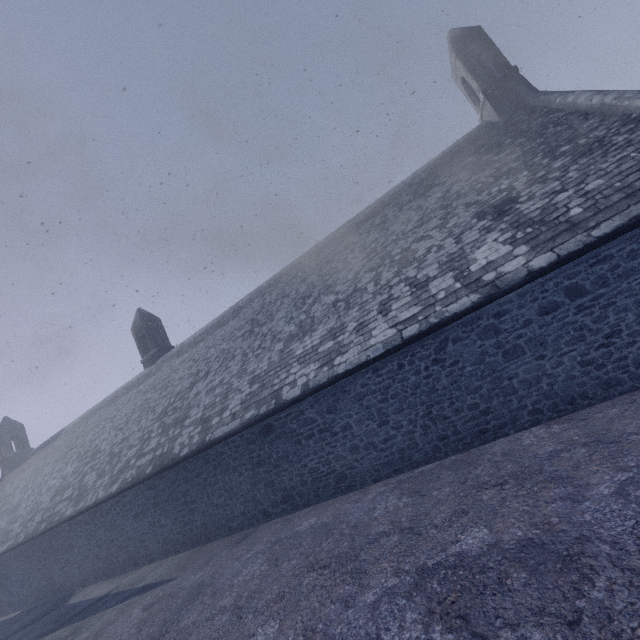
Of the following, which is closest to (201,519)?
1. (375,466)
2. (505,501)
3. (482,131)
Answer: (375,466)
